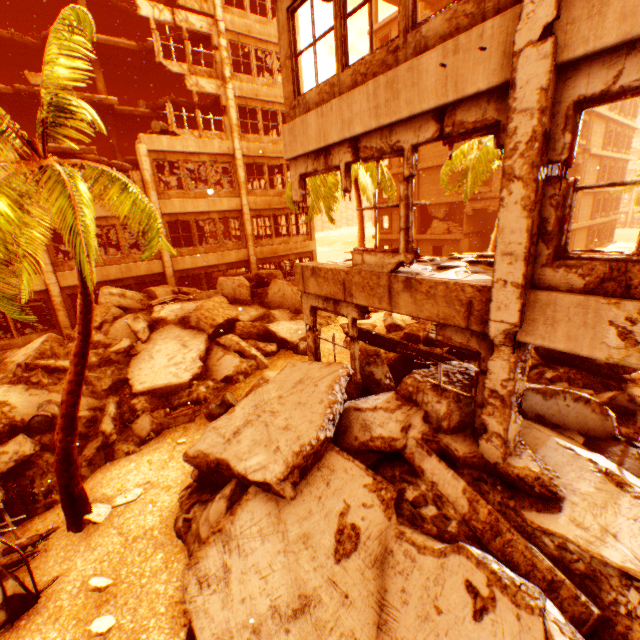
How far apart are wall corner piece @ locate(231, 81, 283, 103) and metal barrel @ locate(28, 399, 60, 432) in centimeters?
1729cm

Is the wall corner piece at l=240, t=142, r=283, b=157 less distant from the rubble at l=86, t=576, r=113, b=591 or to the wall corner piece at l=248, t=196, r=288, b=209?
the wall corner piece at l=248, t=196, r=288, b=209

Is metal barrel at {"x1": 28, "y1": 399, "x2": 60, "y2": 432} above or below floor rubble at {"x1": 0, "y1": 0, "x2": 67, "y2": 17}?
below

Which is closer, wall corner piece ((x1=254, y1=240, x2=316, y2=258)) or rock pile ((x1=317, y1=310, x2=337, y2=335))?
rock pile ((x1=317, y1=310, x2=337, y2=335))

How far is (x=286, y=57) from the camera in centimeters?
655cm

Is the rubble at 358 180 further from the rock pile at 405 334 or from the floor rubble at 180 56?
the floor rubble at 180 56

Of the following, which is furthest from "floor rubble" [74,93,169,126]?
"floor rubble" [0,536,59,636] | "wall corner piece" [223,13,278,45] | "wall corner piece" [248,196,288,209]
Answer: "floor rubble" [0,536,59,636]

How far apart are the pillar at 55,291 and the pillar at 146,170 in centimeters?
456cm
